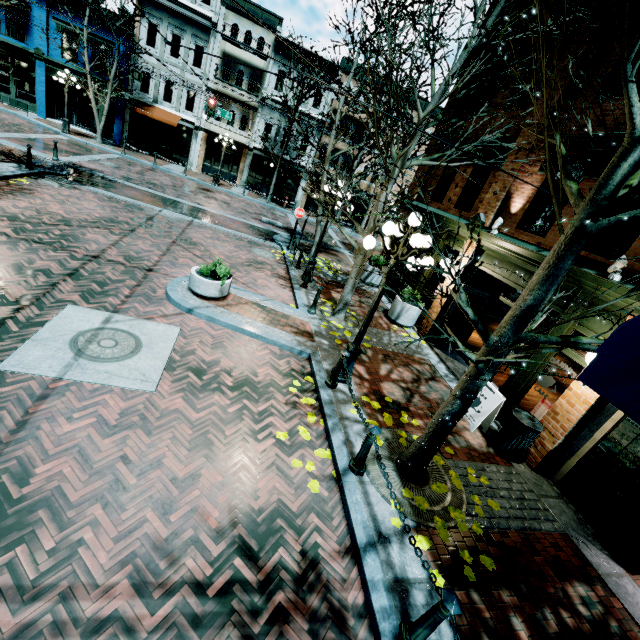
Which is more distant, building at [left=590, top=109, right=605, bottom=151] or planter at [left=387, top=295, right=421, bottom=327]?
planter at [left=387, top=295, right=421, bottom=327]

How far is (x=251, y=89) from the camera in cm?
2548

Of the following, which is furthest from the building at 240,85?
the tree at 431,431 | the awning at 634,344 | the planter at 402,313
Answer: the awning at 634,344

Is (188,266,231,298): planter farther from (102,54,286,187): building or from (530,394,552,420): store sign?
(102,54,286,187): building

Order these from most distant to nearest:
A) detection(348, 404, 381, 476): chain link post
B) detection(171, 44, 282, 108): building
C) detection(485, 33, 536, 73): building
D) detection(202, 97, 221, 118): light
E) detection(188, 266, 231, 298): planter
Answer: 1. detection(171, 44, 282, 108): building
2. detection(202, 97, 221, 118): light
3. detection(485, 33, 536, 73): building
4. detection(188, 266, 231, 298): planter
5. detection(348, 404, 381, 476): chain link post

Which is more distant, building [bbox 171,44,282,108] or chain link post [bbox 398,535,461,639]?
building [bbox 171,44,282,108]

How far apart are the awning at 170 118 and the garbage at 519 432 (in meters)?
28.10

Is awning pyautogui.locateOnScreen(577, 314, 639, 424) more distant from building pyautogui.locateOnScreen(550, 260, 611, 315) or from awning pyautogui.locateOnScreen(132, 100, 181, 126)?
awning pyautogui.locateOnScreen(132, 100, 181, 126)
